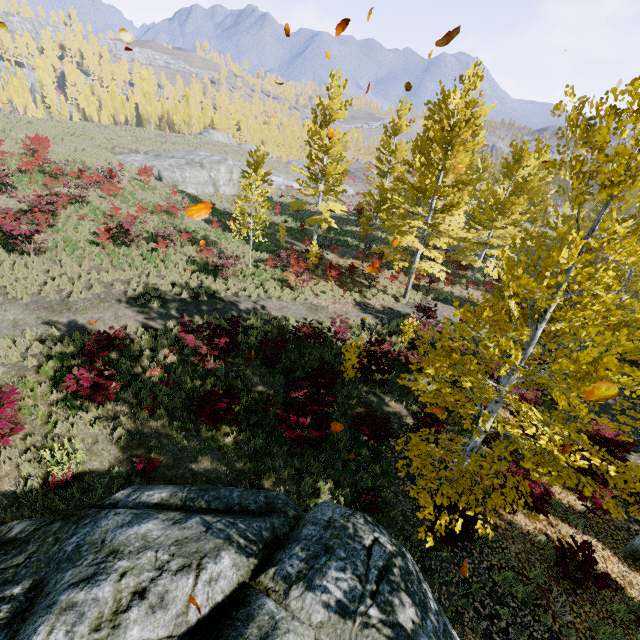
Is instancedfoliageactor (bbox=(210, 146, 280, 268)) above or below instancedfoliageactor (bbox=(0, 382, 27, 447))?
above

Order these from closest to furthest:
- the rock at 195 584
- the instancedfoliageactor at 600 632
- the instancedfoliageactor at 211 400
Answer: the rock at 195 584
the instancedfoliageactor at 600 632
the instancedfoliageactor at 211 400

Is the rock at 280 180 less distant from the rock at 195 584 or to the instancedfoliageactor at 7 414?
the instancedfoliageactor at 7 414

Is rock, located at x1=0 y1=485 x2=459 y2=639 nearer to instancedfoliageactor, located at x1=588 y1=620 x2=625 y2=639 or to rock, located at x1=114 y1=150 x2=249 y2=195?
instancedfoliageactor, located at x1=588 y1=620 x2=625 y2=639

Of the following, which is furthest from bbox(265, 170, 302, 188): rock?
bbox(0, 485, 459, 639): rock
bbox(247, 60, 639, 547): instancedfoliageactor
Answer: bbox(0, 485, 459, 639): rock

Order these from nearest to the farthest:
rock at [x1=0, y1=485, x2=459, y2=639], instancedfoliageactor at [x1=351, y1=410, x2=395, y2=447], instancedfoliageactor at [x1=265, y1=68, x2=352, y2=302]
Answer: rock at [x1=0, y1=485, x2=459, y2=639]
instancedfoliageactor at [x1=351, y1=410, x2=395, y2=447]
instancedfoliageactor at [x1=265, y1=68, x2=352, y2=302]

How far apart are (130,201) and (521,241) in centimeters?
2493cm
